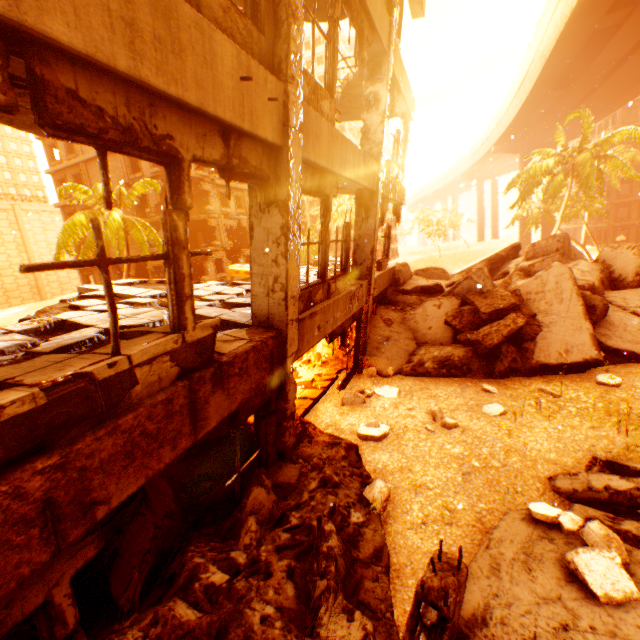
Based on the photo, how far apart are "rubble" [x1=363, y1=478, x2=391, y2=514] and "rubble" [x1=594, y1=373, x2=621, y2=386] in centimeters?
587cm

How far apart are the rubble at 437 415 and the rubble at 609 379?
3.62m

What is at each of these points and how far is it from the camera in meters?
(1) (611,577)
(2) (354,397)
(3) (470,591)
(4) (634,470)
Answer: (1) rubble, 2.8 m
(2) rubble, 7.8 m
(3) rock pile, 3.0 m
(4) rock pile, 4.5 m

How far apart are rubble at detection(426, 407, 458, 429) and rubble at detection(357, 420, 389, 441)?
1.0 meters

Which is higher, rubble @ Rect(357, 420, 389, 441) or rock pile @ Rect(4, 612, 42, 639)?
rock pile @ Rect(4, 612, 42, 639)

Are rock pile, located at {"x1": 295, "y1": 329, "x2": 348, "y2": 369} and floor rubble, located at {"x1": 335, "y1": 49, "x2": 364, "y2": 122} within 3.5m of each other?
no

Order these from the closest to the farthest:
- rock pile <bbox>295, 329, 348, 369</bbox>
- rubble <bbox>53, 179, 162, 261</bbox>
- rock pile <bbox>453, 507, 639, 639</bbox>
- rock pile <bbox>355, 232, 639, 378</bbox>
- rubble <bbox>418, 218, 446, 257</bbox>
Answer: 1. rock pile <bbox>453, 507, 639, 639</bbox>
2. rock pile <bbox>355, 232, 639, 378</bbox>
3. rock pile <bbox>295, 329, 348, 369</bbox>
4. rubble <bbox>53, 179, 162, 261</bbox>
5. rubble <bbox>418, 218, 446, 257</bbox>

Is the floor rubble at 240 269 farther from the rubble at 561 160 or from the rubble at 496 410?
the rubble at 561 160
